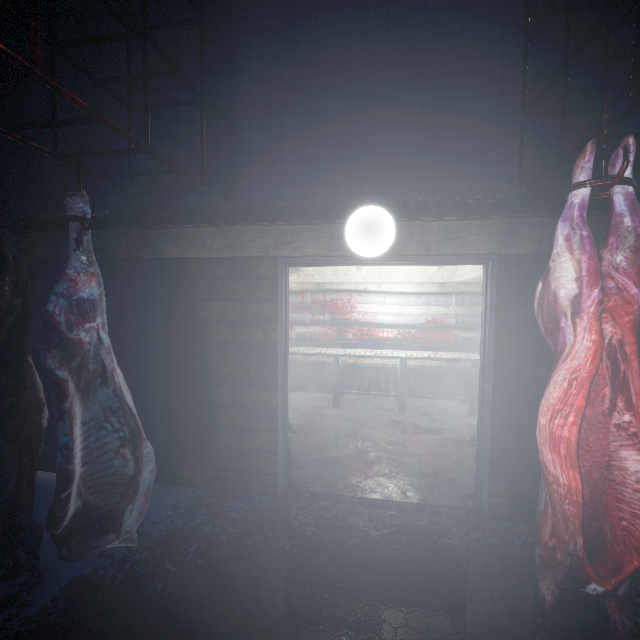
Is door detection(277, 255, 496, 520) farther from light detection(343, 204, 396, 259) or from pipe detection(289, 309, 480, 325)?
pipe detection(289, 309, 480, 325)

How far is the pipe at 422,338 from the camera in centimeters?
525cm

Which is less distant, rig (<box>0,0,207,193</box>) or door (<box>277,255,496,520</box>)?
rig (<box>0,0,207,193</box>)

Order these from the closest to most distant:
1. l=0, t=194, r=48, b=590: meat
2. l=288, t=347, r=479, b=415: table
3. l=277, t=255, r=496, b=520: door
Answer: l=0, t=194, r=48, b=590: meat
l=277, t=255, r=496, b=520: door
l=288, t=347, r=479, b=415: table

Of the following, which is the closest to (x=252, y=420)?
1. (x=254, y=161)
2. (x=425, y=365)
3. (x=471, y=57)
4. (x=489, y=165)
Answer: (x=254, y=161)

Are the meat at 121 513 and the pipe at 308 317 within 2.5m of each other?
no

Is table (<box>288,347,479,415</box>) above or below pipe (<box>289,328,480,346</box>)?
below

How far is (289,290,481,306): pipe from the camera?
5.21m
